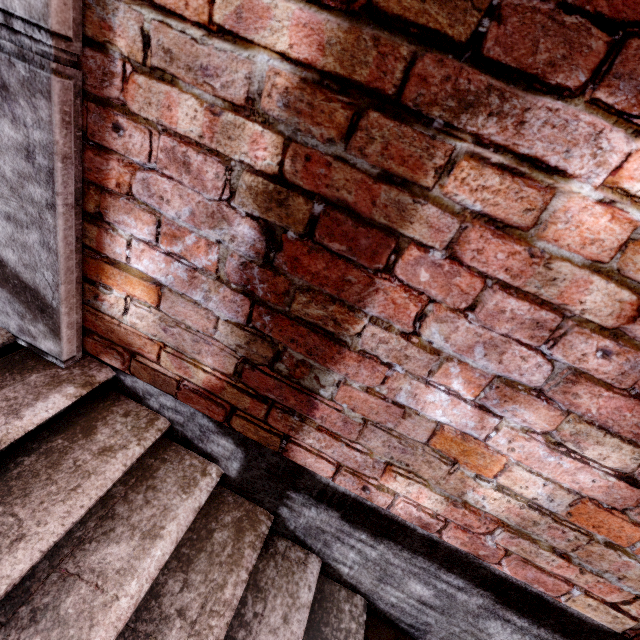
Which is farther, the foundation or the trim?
the foundation

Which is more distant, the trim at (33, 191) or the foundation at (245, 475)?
the foundation at (245, 475)

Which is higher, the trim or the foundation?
the trim

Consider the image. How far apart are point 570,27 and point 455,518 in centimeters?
130cm

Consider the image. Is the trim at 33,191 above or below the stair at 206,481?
above

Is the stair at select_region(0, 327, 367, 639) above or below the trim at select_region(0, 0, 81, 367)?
below
